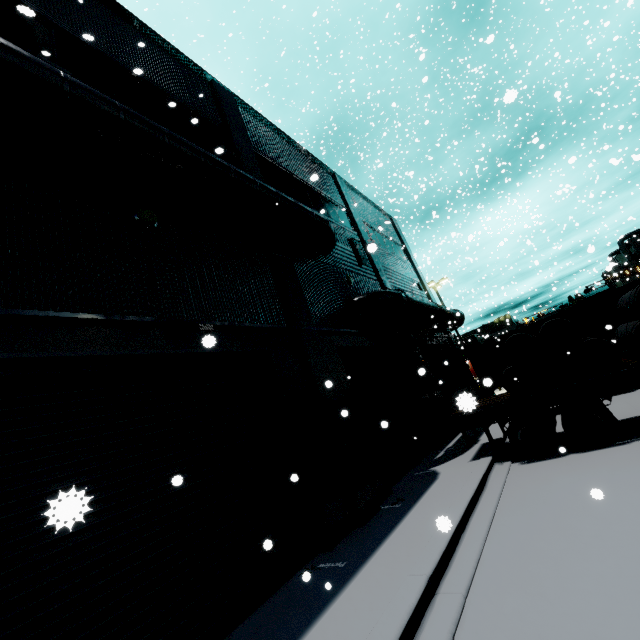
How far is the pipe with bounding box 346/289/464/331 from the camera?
11.9 meters

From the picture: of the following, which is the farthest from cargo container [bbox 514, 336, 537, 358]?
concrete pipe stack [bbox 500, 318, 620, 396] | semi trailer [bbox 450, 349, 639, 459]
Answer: concrete pipe stack [bbox 500, 318, 620, 396]

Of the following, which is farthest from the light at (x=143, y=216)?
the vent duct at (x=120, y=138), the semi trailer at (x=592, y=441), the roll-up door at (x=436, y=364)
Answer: the semi trailer at (x=592, y=441)

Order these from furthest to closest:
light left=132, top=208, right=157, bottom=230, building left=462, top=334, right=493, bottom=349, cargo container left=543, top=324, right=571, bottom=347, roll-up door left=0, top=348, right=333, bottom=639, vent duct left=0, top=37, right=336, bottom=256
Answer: building left=462, top=334, right=493, bottom=349 < cargo container left=543, top=324, right=571, bottom=347 < light left=132, top=208, right=157, bottom=230 < vent duct left=0, top=37, right=336, bottom=256 < roll-up door left=0, top=348, right=333, bottom=639

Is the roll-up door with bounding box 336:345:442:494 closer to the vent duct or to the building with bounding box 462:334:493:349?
the building with bounding box 462:334:493:349

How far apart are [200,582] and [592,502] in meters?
6.4

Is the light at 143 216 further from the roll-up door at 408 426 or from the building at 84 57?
the roll-up door at 408 426

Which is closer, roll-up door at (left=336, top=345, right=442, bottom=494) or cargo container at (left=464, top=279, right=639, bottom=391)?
roll-up door at (left=336, top=345, right=442, bottom=494)
